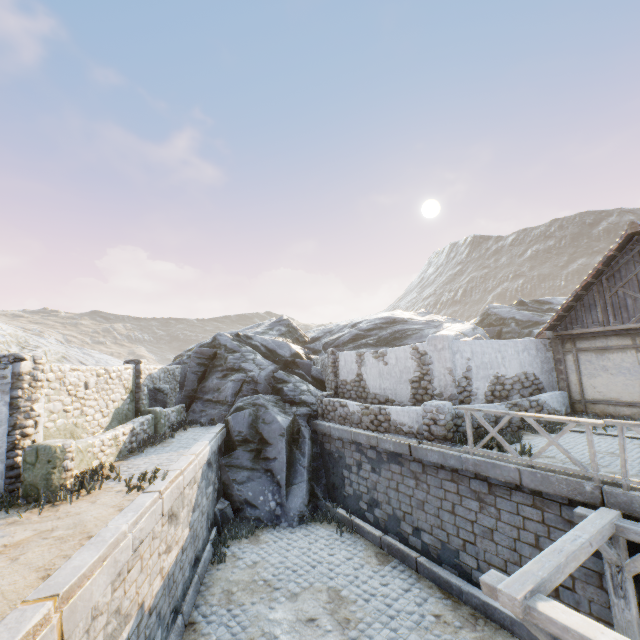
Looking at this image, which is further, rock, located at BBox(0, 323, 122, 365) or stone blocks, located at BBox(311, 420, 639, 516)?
rock, located at BBox(0, 323, 122, 365)

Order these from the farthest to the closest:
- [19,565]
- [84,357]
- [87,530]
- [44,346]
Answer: [84,357] → [44,346] → [87,530] → [19,565]

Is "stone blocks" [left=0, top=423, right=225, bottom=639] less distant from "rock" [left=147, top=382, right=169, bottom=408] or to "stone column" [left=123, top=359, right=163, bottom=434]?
"rock" [left=147, top=382, right=169, bottom=408]

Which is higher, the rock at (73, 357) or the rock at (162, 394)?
the rock at (73, 357)

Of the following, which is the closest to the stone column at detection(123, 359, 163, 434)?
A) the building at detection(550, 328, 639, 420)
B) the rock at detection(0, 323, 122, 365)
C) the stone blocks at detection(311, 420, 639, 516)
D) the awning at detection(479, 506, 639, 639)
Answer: the rock at detection(0, 323, 122, 365)

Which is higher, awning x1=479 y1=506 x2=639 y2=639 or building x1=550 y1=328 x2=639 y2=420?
building x1=550 y1=328 x2=639 y2=420

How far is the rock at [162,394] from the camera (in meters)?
14.46

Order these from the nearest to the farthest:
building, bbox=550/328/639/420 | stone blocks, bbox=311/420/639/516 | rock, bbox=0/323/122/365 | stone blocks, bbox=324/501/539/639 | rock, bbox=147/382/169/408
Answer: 1. stone blocks, bbox=311/420/639/516
2. stone blocks, bbox=324/501/539/639
3. building, bbox=550/328/639/420
4. rock, bbox=147/382/169/408
5. rock, bbox=0/323/122/365
